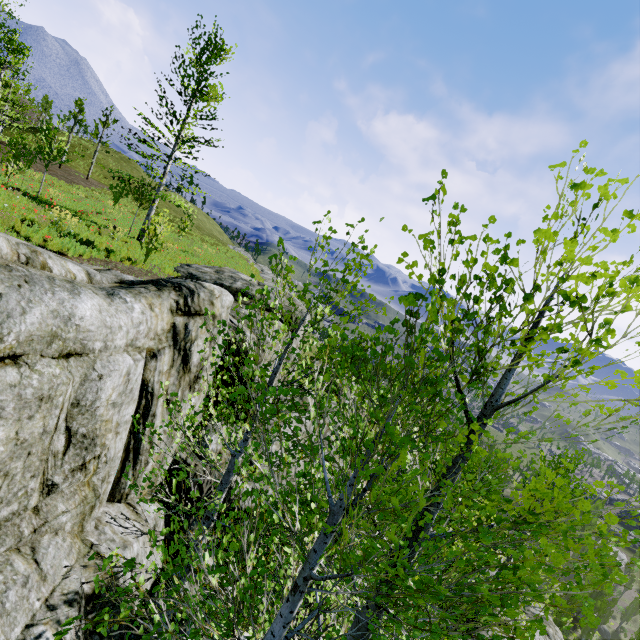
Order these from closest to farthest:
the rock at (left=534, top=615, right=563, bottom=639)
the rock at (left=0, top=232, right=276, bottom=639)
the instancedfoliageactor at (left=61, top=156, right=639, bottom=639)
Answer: the instancedfoliageactor at (left=61, top=156, right=639, bottom=639) → the rock at (left=0, top=232, right=276, bottom=639) → the rock at (left=534, top=615, right=563, bottom=639)

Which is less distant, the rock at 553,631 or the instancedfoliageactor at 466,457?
the instancedfoliageactor at 466,457

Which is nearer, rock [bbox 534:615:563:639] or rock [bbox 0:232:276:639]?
rock [bbox 0:232:276:639]

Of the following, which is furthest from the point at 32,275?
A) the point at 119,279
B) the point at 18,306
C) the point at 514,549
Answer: the point at 514,549

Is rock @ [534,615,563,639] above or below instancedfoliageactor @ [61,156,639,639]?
below

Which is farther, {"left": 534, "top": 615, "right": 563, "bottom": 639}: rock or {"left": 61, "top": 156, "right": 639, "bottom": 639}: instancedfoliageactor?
{"left": 534, "top": 615, "right": 563, "bottom": 639}: rock

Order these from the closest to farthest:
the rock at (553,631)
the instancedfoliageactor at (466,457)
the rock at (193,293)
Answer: the instancedfoliageactor at (466,457) < the rock at (193,293) < the rock at (553,631)
